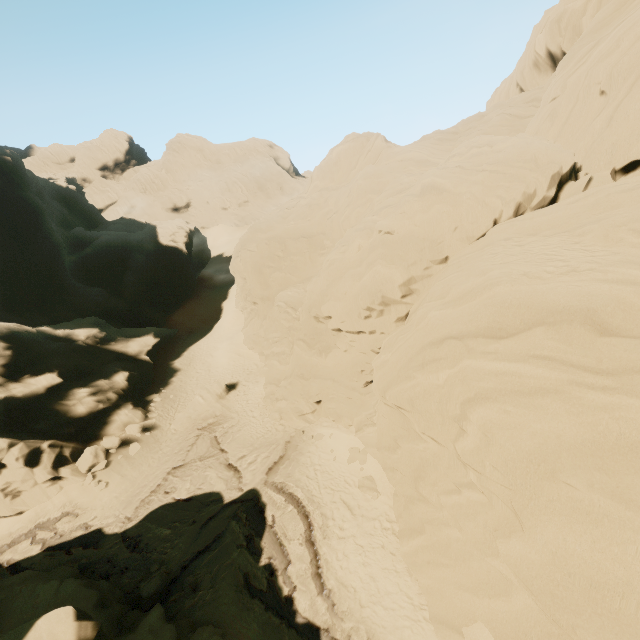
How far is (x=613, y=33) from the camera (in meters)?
13.98

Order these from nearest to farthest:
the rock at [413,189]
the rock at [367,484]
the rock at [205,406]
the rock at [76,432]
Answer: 1. the rock at [413,189]
2. the rock at [367,484]
3. the rock at [76,432]
4. the rock at [205,406]

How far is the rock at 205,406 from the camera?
23.6 meters

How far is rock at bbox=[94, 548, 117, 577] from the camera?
15.0m

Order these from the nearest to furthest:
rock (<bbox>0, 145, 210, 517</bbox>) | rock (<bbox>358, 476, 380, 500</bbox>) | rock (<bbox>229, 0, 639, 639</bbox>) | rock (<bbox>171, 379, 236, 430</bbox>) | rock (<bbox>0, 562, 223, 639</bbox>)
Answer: rock (<bbox>229, 0, 639, 639</bbox>), rock (<bbox>0, 562, 223, 639</bbox>), rock (<bbox>358, 476, 380, 500</bbox>), rock (<bbox>0, 145, 210, 517</bbox>), rock (<bbox>171, 379, 236, 430</bbox>)

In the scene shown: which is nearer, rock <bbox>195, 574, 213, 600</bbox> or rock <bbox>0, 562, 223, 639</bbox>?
rock <bbox>0, 562, 223, 639</bbox>
